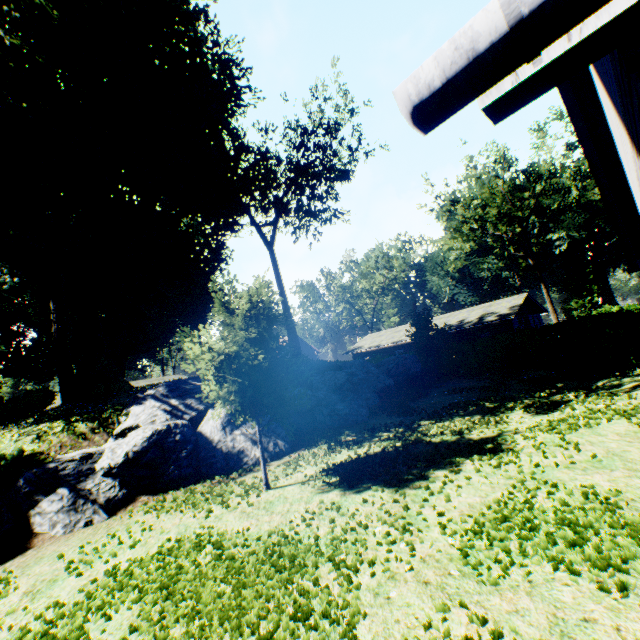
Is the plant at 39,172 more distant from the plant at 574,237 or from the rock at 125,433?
the rock at 125,433

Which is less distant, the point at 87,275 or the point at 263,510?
the point at 263,510

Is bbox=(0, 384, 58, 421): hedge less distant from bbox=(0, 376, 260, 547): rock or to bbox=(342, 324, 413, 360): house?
bbox=(0, 376, 260, 547): rock

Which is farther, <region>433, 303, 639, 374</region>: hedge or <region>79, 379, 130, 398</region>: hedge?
<region>79, 379, 130, 398</region>: hedge

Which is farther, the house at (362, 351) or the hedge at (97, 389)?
the house at (362, 351)

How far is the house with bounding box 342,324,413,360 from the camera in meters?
37.7

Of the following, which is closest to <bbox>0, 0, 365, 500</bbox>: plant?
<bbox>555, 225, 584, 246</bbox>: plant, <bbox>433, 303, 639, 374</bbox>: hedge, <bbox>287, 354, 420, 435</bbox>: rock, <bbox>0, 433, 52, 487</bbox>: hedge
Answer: <bbox>555, 225, 584, 246</bbox>: plant
